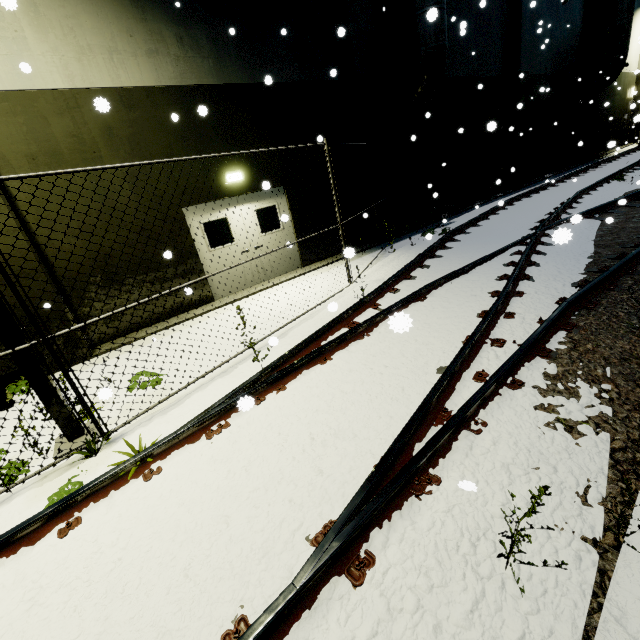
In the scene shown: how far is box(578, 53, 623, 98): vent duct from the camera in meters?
17.8 m

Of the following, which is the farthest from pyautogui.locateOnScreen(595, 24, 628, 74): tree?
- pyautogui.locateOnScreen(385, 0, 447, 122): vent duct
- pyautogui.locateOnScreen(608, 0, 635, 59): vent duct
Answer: pyautogui.locateOnScreen(385, 0, 447, 122): vent duct

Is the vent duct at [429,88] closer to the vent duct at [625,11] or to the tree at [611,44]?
the tree at [611,44]

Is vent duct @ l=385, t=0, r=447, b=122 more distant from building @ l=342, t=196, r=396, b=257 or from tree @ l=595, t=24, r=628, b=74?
tree @ l=595, t=24, r=628, b=74

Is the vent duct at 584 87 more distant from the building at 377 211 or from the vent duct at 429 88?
the vent duct at 429 88

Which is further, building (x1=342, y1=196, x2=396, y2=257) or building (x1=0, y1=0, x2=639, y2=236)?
building (x1=342, y1=196, x2=396, y2=257)

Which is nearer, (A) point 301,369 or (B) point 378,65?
(A) point 301,369

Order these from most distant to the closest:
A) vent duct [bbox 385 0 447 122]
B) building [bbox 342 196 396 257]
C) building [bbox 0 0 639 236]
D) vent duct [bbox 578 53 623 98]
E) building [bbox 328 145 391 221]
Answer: vent duct [bbox 578 53 623 98] < building [bbox 342 196 396 257] < building [bbox 328 145 391 221] < vent duct [bbox 385 0 447 122] < building [bbox 0 0 639 236]
